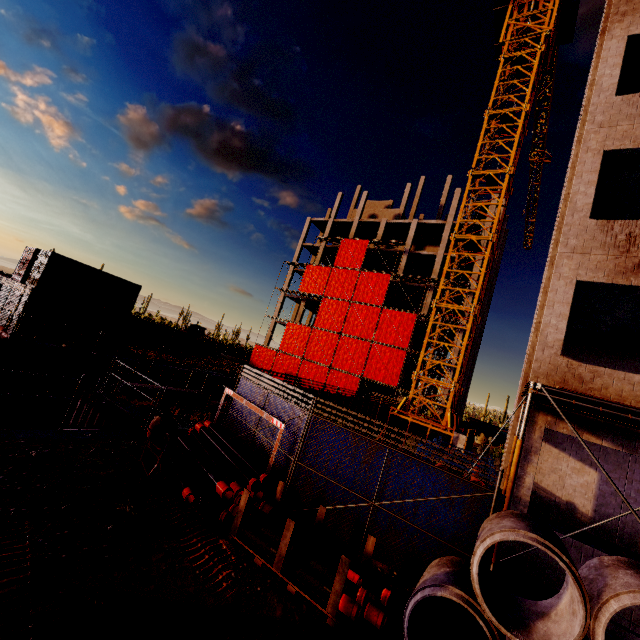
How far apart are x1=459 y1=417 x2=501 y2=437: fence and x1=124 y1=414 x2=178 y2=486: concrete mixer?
33.1 meters

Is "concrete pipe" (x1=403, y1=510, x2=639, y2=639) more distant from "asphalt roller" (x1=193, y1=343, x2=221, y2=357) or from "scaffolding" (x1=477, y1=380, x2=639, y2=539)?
"asphalt roller" (x1=193, y1=343, x2=221, y2=357)

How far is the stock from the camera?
6.6m

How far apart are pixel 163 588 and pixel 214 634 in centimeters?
92cm

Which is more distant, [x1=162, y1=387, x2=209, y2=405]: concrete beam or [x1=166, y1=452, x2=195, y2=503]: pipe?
[x1=162, y1=387, x2=209, y2=405]: concrete beam

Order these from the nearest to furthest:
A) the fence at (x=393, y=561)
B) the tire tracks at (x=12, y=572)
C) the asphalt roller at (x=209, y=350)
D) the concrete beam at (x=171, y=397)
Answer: the tire tracks at (x=12, y=572)
the fence at (x=393, y=561)
the concrete beam at (x=171, y=397)
the asphalt roller at (x=209, y=350)

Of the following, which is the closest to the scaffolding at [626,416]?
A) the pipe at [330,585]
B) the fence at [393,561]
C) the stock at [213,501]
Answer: the fence at [393,561]

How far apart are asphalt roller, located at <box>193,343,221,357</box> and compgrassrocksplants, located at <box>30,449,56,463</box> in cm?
2852
